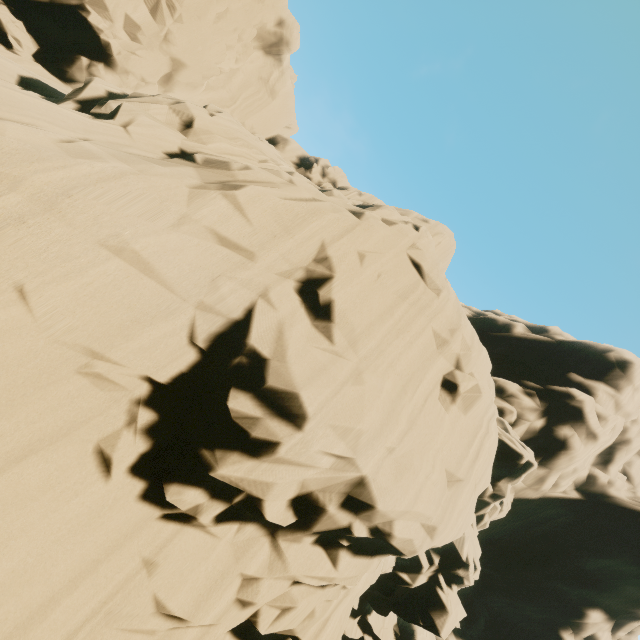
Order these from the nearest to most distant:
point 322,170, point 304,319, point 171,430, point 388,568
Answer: point 171,430 → point 304,319 → point 388,568 → point 322,170
